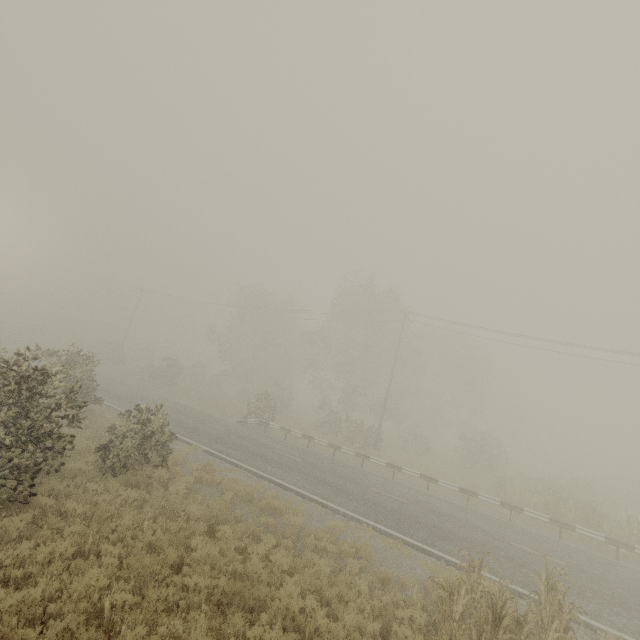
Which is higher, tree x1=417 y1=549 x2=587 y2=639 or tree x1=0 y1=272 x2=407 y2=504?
tree x1=0 y1=272 x2=407 y2=504

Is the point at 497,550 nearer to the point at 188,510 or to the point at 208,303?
the point at 188,510

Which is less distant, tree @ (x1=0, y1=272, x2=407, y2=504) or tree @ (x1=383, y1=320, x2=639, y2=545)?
tree @ (x1=0, y1=272, x2=407, y2=504)

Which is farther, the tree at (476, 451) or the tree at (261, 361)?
the tree at (476, 451)

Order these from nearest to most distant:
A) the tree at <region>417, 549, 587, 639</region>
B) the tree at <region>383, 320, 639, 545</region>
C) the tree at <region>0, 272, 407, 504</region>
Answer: the tree at <region>417, 549, 587, 639</region>, the tree at <region>0, 272, 407, 504</region>, the tree at <region>383, 320, 639, 545</region>

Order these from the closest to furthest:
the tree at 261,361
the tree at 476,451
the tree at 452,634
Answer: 1. the tree at 452,634
2. the tree at 261,361
3. the tree at 476,451

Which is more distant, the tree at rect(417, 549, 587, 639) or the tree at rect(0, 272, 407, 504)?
the tree at rect(0, 272, 407, 504)
